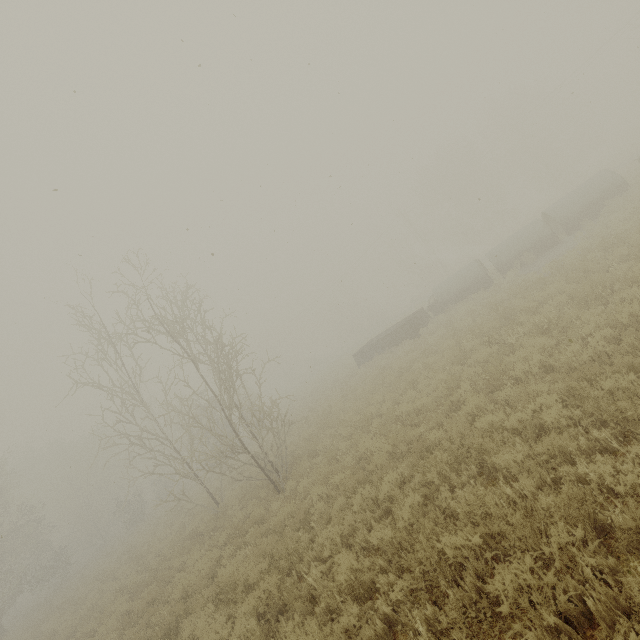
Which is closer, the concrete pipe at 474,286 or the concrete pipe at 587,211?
the concrete pipe at 587,211

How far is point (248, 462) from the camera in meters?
19.4 m

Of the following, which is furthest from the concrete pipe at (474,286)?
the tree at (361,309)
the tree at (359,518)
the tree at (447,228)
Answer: the tree at (361,309)

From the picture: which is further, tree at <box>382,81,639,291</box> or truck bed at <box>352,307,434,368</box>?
tree at <box>382,81,639,291</box>

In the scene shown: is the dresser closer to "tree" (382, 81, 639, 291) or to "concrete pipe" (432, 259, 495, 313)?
"concrete pipe" (432, 259, 495, 313)

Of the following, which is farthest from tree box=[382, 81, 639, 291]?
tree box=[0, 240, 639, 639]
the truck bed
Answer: tree box=[0, 240, 639, 639]

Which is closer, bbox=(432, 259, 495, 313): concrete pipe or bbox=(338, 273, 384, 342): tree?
bbox=(432, 259, 495, 313): concrete pipe

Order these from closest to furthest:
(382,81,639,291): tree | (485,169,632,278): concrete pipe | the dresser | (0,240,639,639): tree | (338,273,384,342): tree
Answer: (0,240,639,639): tree < (485,169,632,278): concrete pipe < the dresser < (382,81,639,291): tree < (338,273,384,342): tree
